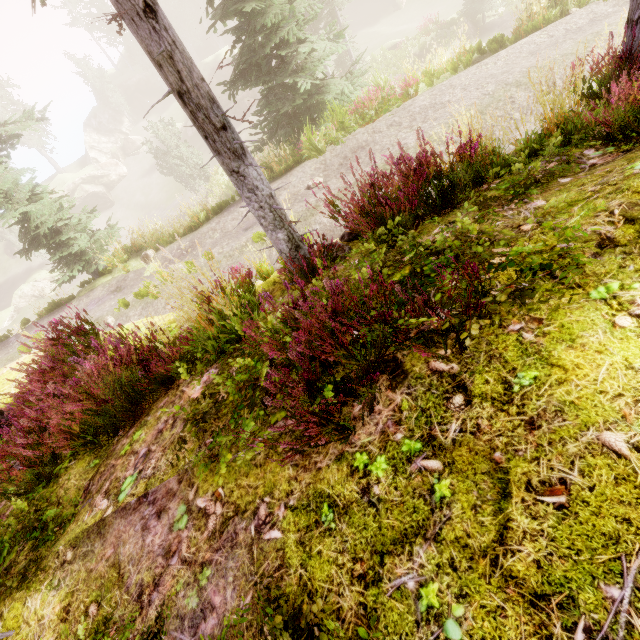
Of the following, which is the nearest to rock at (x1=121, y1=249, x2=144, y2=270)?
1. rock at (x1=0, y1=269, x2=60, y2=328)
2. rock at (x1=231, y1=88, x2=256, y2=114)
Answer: rock at (x1=0, y1=269, x2=60, y2=328)

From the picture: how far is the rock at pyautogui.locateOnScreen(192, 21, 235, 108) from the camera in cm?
4141

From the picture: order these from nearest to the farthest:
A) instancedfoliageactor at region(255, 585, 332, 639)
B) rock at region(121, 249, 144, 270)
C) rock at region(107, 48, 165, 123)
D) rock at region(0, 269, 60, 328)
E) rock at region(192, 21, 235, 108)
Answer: instancedfoliageactor at region(255, 585, 332, 639) < rock at region(121, 249, 144, 270) < rock at region(0, 269, 60, 328) < rock at region(192, 21, 235, 108) < rock at region(107, 48, 165, 123)

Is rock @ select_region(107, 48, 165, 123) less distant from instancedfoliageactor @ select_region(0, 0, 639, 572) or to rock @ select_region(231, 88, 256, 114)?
instancedfoliageactor @ select_region(0, 0, 639, 572)

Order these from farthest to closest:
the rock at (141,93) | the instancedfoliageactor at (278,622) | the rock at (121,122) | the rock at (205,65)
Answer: the rock at (141,93), the rock at (121,122), the rock at (205,65), the instancedfoliageactor at (278,622)

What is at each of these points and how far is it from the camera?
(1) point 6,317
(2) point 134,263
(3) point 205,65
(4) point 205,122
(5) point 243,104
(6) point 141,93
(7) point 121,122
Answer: (1) rock, 33.0 meters
(2) rock, 12.6 meters
(3) rock, 41.4 meters
(4) instancedfoliageactor, 3.2 meters
(5) rock, 38.1 meters
(6) rock, 48.9 meters
(7) rock, 47.3 meters

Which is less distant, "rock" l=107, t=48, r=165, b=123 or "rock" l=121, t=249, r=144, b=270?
"rock" l=121, t=249, r=144, b=270

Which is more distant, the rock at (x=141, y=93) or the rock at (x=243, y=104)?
the rock at (x=141, y=93)
